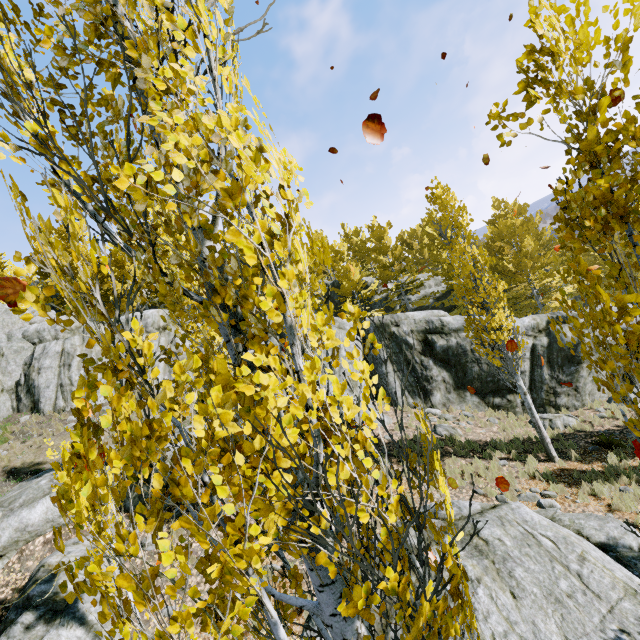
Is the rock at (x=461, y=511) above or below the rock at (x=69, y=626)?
below

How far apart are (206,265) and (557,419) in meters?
17.3

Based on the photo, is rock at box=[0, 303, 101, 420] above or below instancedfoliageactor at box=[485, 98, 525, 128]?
above

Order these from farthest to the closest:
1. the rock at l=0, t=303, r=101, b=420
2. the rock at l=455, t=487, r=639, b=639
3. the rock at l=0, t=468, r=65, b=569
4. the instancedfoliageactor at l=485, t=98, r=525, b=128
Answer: the rock at l=0, t=303, r=101, b=420 < the rock at l=0, t=468, r=65, b=569 < the rock at l=455, t=487, r=639, b=639 < the instancedfoliageactor at l=485, t=98, r=525, b=128

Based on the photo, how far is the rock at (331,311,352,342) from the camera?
19.0 meters

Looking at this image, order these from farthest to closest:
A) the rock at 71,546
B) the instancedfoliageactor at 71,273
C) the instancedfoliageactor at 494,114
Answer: the rock at 71,546 < the instancedfoliageactor at 494,114 < the instancedfoliageactor at 71,273

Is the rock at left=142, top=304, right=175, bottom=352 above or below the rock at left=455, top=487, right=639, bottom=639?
above
